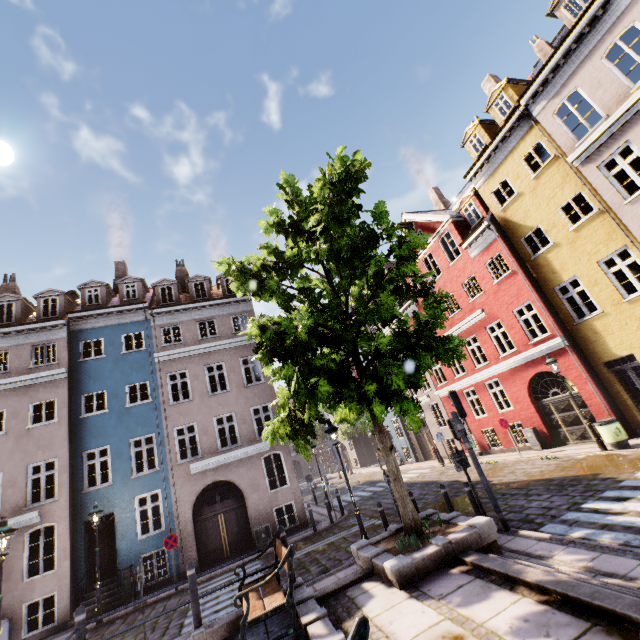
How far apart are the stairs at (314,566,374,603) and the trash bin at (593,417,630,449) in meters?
10.0

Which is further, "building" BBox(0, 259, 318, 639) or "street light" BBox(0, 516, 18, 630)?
"building" BBox(0, 259, 318, 639)

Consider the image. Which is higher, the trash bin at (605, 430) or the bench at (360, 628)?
the bench at (360, 628)

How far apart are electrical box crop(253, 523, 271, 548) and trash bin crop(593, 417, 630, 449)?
14.3m

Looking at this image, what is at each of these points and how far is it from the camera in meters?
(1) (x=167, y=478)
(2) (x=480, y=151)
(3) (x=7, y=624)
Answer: (1) building, 15.6 m
(2) building, 17.2 m
(3) electrical box, 12.0 m

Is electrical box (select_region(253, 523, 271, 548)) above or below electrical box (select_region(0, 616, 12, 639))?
below

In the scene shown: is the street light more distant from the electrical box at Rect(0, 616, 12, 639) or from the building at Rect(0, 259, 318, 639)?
the electrical box at Rect(0, 616, 12, 639)

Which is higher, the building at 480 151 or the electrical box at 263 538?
the building at 480 151
